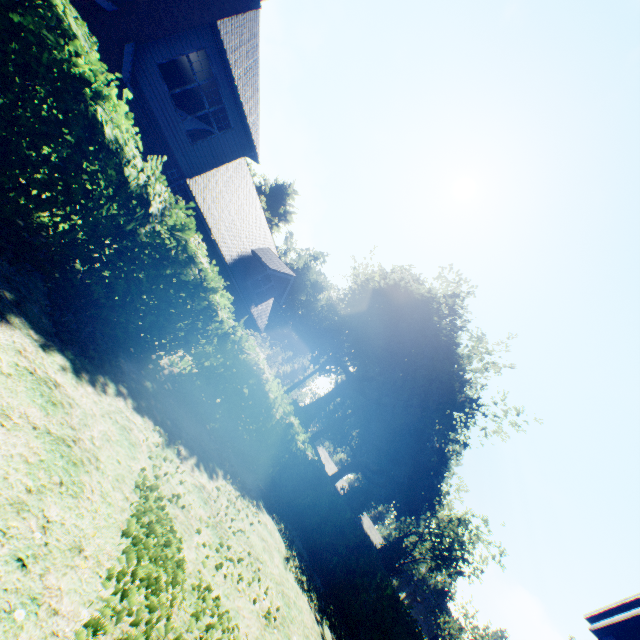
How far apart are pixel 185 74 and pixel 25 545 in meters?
22.2 m

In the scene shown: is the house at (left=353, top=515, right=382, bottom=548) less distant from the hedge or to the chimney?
the hedge

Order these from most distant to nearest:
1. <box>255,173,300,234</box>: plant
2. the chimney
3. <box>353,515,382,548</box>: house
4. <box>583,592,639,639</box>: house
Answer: <box>353,515,382,548</box>: house < <box>255,173,300,234</box>: plant < the chimney < <box>583,592,639,639</box>: house

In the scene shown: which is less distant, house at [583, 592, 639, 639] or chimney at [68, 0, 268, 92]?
house at [583, 592, 639, 639]

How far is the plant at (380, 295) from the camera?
32.6 meters

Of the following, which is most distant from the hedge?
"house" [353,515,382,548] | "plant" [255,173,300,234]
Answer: "house" [353,515,382,548]

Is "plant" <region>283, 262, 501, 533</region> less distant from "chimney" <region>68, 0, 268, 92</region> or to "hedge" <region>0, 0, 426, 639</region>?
"hedge" <region>0, 0, 426, 639</region>

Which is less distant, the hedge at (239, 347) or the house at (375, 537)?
the hedge at (239, 347)
